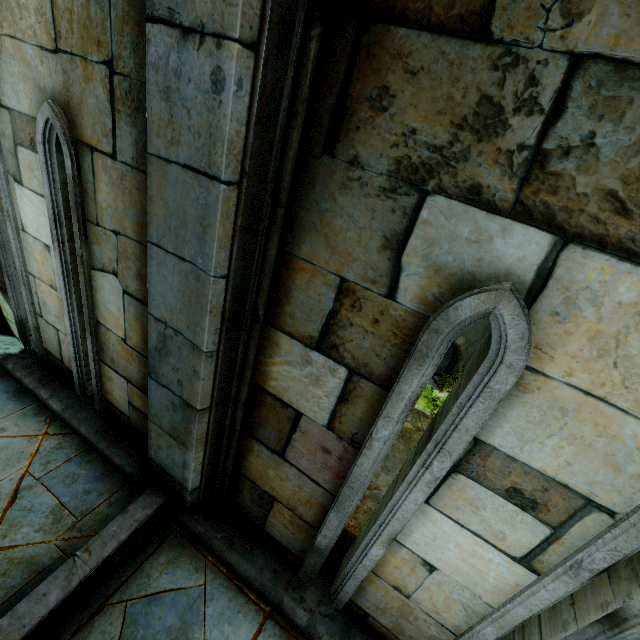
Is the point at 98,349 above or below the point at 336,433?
below
